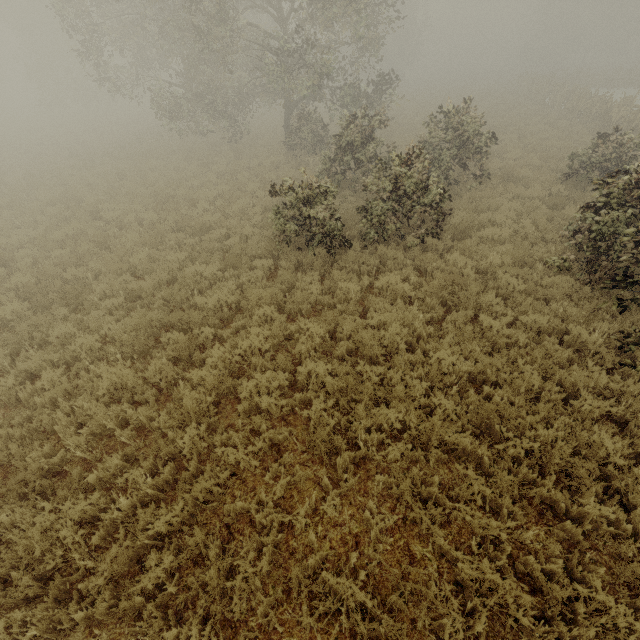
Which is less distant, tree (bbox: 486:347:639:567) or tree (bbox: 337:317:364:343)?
tree (bbox: 486:347:639:567)

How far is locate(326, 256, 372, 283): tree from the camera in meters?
8.2

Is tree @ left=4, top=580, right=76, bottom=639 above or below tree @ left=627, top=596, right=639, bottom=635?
above

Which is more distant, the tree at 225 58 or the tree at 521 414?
the tree at 225 58

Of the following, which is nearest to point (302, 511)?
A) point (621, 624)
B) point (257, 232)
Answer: point (621, 624)

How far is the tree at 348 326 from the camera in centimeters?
654cm

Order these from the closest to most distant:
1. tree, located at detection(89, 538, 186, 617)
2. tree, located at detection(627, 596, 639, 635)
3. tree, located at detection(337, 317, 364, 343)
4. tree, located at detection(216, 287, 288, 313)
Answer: tree, located at detection(627, 596, 639, 635), tree, located at detection(89, 538, 186, 617), tree, located at detection(337, 317, 364, 343), tree, located at detection(216, 287, 288, 313)
